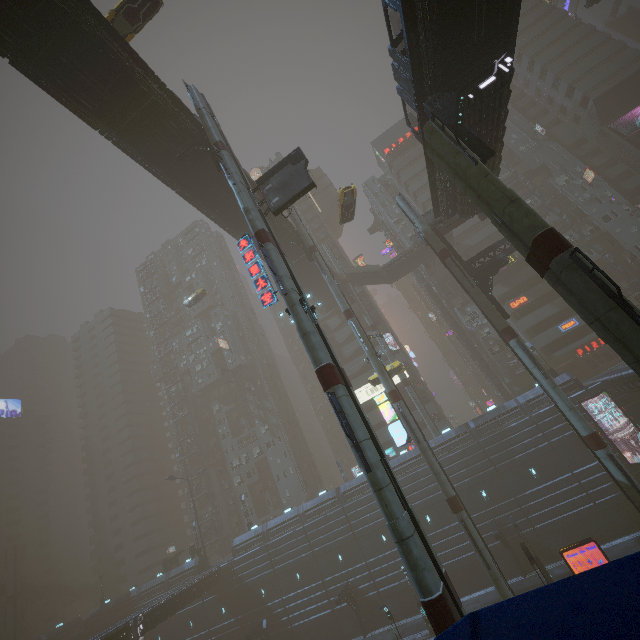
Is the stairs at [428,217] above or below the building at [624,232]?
above

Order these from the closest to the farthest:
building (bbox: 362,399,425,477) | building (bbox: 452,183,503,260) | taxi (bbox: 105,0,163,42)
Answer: taxi (bbox: 105,0,163,42), building (bbox: 452,183,503,260), building (bbox: 362,399,425,477)

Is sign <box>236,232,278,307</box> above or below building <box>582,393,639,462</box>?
above

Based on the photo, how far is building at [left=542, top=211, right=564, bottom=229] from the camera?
49.57m

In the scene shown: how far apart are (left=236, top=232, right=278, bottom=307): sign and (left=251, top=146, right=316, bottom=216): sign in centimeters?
370cm

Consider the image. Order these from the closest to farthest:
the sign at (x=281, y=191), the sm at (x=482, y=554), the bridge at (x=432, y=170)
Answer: the bridge at (x=432, y=170) < the sign at (x=281, y=191) < the sm at (x=482, y=554)

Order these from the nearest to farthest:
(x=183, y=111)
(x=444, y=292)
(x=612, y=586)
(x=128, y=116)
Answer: (x=612, y=586) < (x=128, y=116) < (x=183, y=111) < (x=444, y=292)

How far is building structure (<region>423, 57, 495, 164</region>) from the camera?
15.18m
